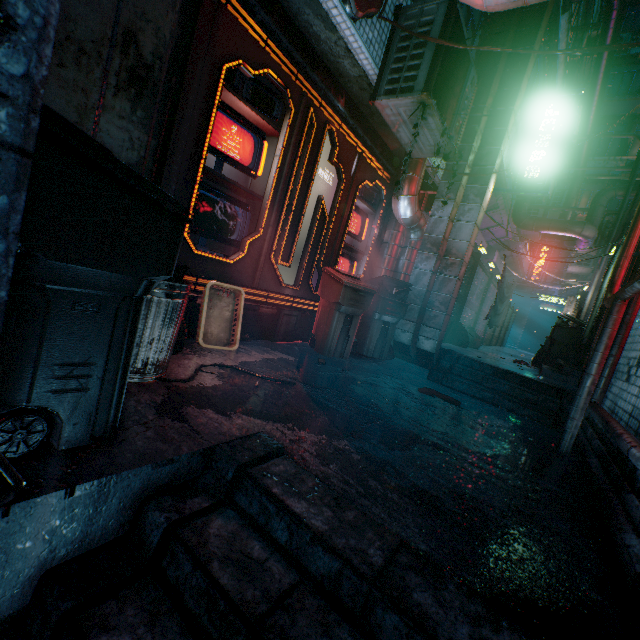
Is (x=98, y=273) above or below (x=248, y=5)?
below

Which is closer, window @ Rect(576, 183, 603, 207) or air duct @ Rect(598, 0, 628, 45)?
air duct @ Rect(598, 0, 628, 45)

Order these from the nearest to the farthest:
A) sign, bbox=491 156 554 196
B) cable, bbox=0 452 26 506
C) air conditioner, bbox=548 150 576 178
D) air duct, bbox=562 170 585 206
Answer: cable, bbox=0 452 26 506
sign, bbox=491 156 554 196
air conditioner, bbox=548 150 576 178
air duct, bbox=562 170 585 206

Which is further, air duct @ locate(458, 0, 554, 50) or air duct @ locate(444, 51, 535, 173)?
air duct @ locate(444, 51, 535, 173)

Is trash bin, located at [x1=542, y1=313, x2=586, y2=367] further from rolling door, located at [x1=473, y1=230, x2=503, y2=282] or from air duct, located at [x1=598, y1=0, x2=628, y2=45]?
air duct, located at [x1=598, y1=0, x2=628, y2=45]

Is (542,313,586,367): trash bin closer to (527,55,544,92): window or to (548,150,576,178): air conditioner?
(548,150,576,178): air conditioner

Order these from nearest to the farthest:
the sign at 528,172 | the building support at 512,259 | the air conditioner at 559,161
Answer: the sign at 528,172 → the air conditioner at 559,161 → the building support at 512,259

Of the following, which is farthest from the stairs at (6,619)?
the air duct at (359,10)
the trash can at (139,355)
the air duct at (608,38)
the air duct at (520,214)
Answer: the air duct at (608,38)
